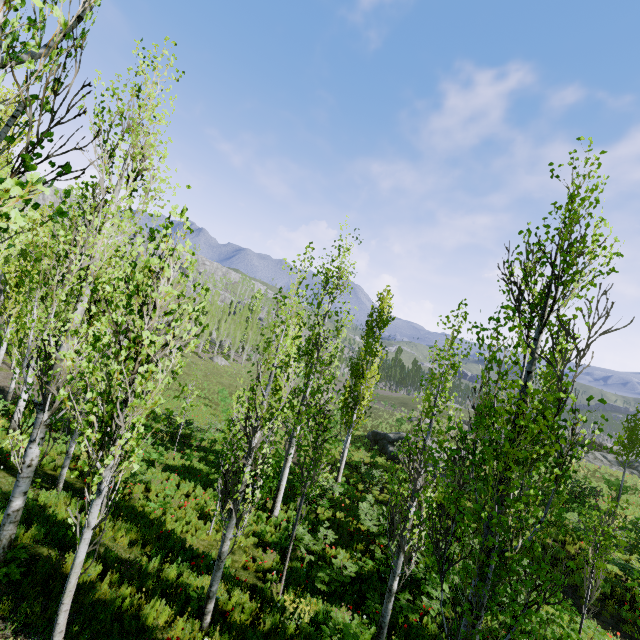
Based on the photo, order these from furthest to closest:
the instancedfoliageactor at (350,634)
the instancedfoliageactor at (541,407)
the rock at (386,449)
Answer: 1. the rock at (386,449)
2. the instancedfoliageactor at (350,634)
3. the instancedfoliageactor at (541,407)

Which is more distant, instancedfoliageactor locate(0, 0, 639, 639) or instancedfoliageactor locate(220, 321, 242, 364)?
instancedfoliageactor locate(220, 321, 242, 364)

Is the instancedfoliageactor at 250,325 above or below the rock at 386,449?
above

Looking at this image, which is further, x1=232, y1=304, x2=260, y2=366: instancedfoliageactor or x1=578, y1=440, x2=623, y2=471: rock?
x1=232, y1=304, x2=260, y2=366: instancedfoliageactor

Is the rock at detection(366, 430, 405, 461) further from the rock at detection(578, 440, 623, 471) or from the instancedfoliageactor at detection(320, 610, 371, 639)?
the rock at detection(578, 440, 623, 471)

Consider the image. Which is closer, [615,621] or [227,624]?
[227,624]

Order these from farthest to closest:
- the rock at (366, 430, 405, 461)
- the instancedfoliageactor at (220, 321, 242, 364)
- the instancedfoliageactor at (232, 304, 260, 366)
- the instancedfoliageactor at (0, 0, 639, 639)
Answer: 1. the instancedfoliageactor at (232, 304, 260, 366)
2. the instancedfoliageactor at (220, 321, 242, 364)
3. the rock at (366, 430, 405, 461)
4. the instancedfoliageactor at (0, 0, 639, 639)

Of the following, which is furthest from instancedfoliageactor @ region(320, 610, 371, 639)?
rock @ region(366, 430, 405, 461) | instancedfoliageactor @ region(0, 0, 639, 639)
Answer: rock @ region(366, 430, 405, 461)
